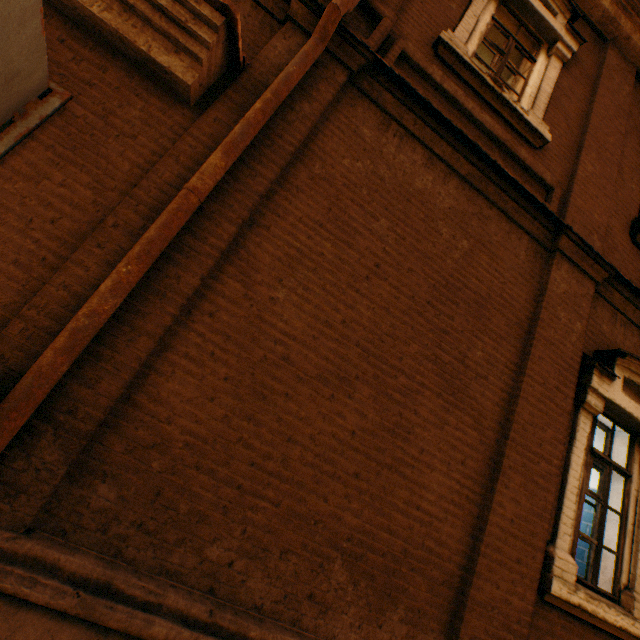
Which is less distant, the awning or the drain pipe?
the drain pipe

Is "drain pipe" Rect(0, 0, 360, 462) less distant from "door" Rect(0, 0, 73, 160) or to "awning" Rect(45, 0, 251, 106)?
"awning" Rect(45, 0, 251, 106)

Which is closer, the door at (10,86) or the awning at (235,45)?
the door at (10,86)

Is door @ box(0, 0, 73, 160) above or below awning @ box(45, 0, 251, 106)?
below

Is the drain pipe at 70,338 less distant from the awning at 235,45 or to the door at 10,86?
the awning at 235,45

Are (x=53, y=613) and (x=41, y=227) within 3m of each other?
yes

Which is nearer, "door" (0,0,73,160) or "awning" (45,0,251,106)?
"door" (0,0,73,160)

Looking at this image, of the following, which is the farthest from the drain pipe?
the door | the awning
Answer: the door
